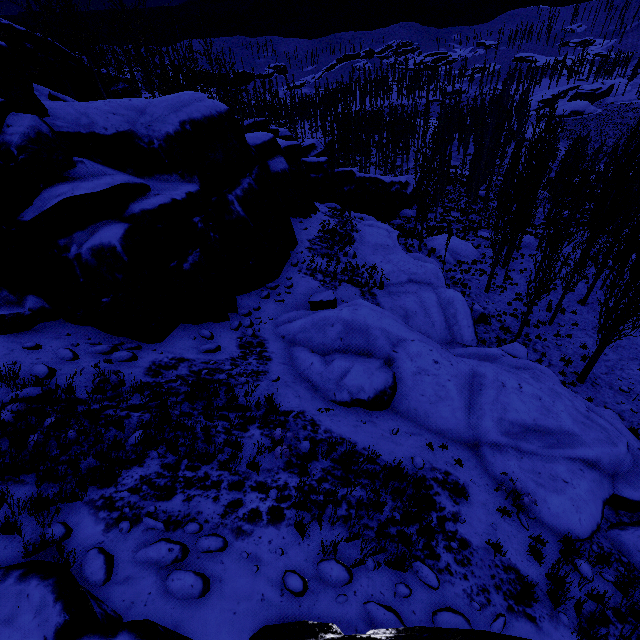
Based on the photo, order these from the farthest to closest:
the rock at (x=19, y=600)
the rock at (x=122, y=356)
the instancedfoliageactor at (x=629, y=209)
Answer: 1. the instancedfoliageactor at (x=629, y=209)
2. the rock at (x=122, y=356)
3. the rock at (x=19, y=600)

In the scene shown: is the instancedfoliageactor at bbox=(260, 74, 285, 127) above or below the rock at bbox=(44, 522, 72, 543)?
below

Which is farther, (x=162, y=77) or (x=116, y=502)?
(x=162, y=77)

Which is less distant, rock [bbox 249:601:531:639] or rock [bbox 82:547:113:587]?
rock [bbox 249:601:531:639]

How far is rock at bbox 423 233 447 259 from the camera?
29.42m

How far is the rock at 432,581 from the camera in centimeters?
506cm

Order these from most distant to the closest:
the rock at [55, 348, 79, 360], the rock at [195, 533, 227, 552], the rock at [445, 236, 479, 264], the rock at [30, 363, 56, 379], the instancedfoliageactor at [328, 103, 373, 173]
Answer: the instancedfoliageactor at [328, 103, 373, 173] < the rock at [445, 236, 479, 264] < the rock at [55, 348, 79, 360] < the rock at [30, 363, 56, 379] < the rock at [195, 533, 227, 552]
